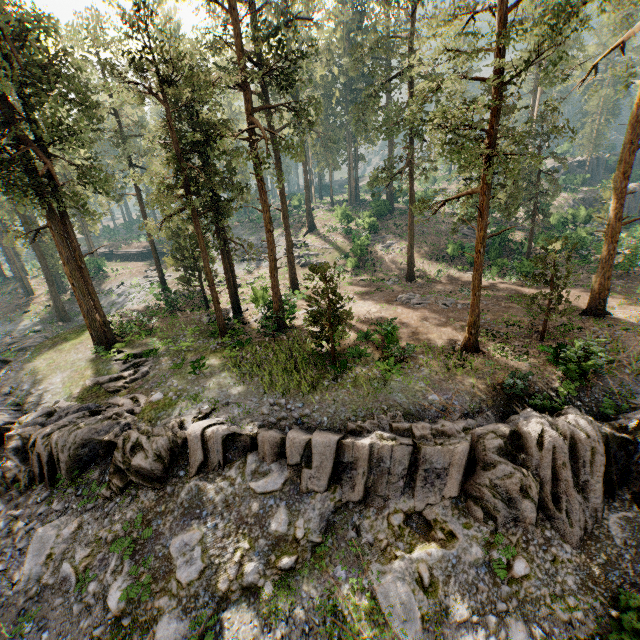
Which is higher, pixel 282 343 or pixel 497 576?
pixel 282 343

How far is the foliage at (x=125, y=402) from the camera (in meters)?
16.75

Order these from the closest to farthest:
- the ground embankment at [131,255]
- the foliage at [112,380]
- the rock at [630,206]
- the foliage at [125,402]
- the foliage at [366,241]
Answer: the foliage at [125,402] < the foliage at [112,380] < the foliage at [366,241] < the rock at [630,206] < the ground embankment at [131,255]

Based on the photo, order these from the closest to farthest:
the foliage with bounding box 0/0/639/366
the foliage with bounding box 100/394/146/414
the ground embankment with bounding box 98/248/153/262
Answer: the foliage with bounding box 0/0/639/366
the foliage with bounding box 100/394/146/414
the ground embankment with bounding box 98/248/153/262

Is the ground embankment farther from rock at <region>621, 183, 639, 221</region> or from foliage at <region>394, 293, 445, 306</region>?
rock at <region>621, 183, 639, 221</region>

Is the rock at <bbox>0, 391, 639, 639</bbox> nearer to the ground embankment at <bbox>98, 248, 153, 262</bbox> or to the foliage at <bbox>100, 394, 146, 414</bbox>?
the foliage at <bbox>100, 394, 146, 414</bbox>

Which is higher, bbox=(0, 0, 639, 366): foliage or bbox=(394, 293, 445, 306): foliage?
bbox=(0, 0, 639, 366): foliage
